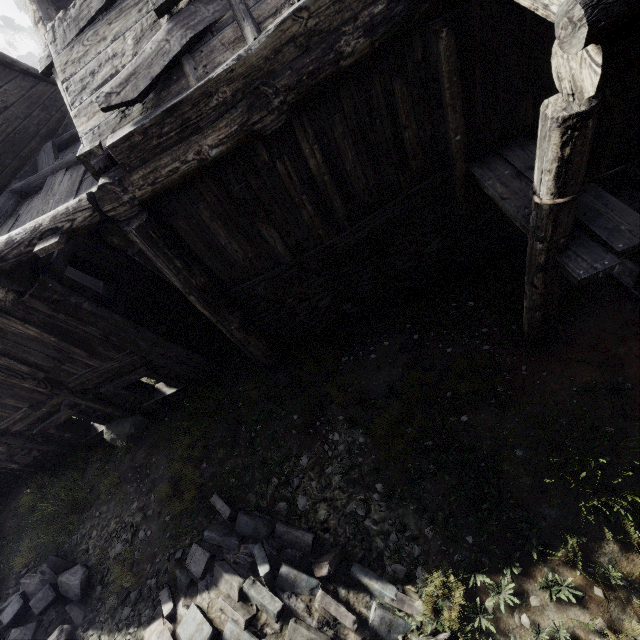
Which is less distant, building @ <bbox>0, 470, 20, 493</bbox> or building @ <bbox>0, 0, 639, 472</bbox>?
building @ <bbox>0, 0, 639, 472</bbox>

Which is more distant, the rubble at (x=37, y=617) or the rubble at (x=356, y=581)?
the rubble at (x=37, y=617)

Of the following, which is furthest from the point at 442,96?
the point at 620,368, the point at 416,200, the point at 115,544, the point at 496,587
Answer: the point at 115,544

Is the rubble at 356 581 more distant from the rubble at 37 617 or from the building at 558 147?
the building at 558 147

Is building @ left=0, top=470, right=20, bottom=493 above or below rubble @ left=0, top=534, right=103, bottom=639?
below

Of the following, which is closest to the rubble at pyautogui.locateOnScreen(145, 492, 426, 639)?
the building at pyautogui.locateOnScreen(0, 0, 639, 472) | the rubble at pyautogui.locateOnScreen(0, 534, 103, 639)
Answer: the rubble at pyautogui.locateOnScreen(0, 534, 103, 639)

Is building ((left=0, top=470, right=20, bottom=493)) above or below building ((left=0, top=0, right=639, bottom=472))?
below

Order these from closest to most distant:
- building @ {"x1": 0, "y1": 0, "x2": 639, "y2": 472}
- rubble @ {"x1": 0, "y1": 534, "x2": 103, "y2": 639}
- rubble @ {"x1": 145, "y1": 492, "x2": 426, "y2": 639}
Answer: building @ {"x1": 0, "y1": 0, "x2": 639, "y2": 472}
rubble @ {"x1": 145, "y1": 492, "x2": 426, "y2": 639}
rubble @ {"x1": 0, "y1": 534, "x2": 103, "y2": 639}
